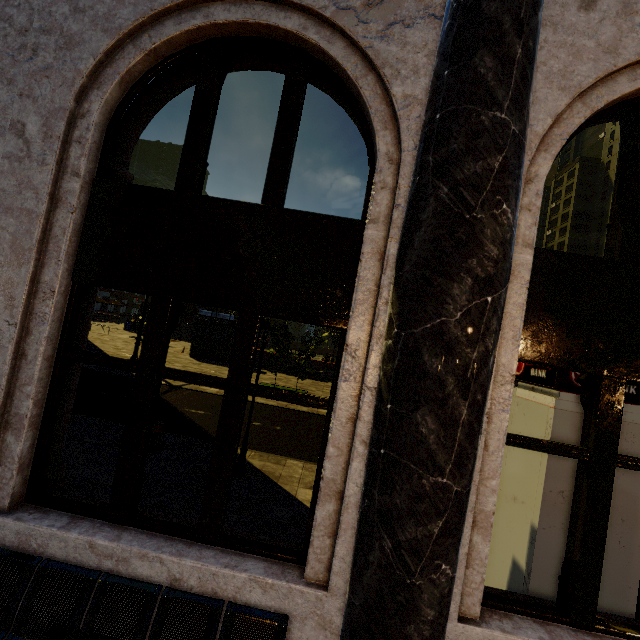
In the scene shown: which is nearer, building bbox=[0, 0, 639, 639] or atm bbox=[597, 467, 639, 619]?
building bbox=[0, 0, 639, 639]

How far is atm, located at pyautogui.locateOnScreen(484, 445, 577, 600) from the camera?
3.14m

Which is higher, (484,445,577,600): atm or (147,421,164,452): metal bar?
(484,445,577,600): atm

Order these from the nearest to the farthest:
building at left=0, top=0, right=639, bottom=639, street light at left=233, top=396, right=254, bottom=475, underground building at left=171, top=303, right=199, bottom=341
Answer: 1. building at left=0, top=0, right=639, bottom=639
2. street light at left=233, top=396, right=254, bottom=475
3. underground building at left=171, top=303, right=199, bottom=341

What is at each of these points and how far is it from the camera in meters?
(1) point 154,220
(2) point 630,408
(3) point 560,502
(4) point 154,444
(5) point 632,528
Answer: (1) building, 3.0 m
(2) atm, 3.2 m
(3) atm, 3.2 m
(4) metal bar, 6.7 m
(5) atm, 3.1 m

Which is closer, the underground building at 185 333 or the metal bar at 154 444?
the metal bar at 154 444

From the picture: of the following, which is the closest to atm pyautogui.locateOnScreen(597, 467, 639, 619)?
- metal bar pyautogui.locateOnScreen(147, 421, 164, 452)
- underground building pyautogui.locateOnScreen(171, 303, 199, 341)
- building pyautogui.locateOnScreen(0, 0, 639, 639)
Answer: building pyautogui.locateOnScreen(0, 0, 639, 639)

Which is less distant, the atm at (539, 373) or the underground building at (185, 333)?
the atm at (539, 373)
